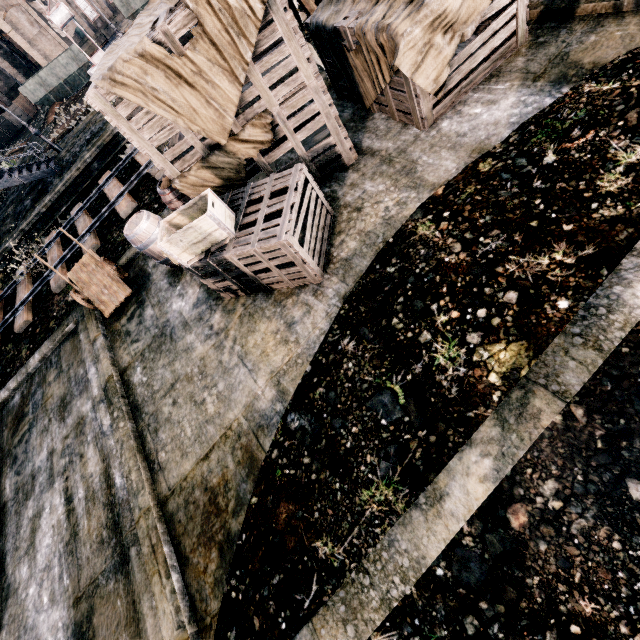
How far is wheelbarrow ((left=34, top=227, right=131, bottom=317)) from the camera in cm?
878

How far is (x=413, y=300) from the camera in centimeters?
461cm

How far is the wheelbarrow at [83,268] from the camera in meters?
8.8

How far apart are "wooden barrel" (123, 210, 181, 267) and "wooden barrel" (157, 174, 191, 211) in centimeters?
25cm

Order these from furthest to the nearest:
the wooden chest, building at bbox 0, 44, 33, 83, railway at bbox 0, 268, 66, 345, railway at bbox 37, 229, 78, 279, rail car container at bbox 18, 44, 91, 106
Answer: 1. building at bbox 0, 44, 33, 83
2. rail car container at bbox 18, 44, 91, 106
3. railway at bbox 37, 229, 78, 279
4. railway at bbox 0, 268, 66, 345
5. the wooden chest

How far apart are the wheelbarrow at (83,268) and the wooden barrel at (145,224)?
1.23m

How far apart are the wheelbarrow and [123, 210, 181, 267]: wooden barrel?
1.23m

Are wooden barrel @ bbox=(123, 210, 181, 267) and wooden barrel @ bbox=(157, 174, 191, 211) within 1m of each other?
yes
